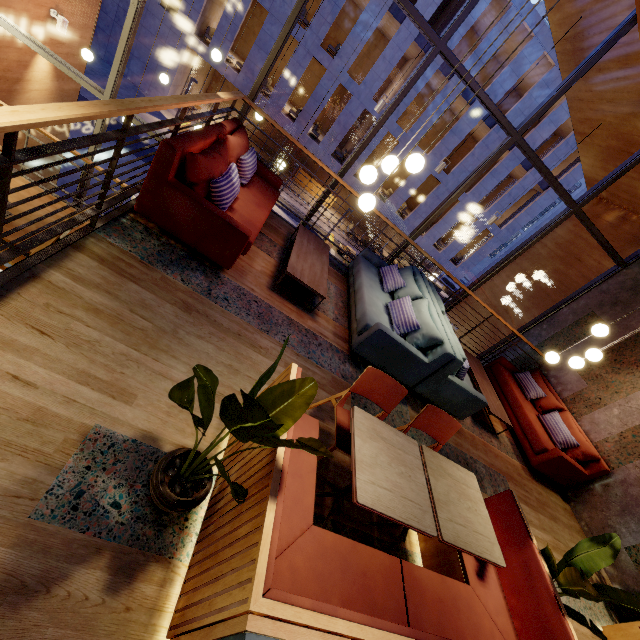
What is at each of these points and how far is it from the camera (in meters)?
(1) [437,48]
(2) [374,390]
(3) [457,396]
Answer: (1) window frame, 4.96
(2) chair, 2.64
(3) couch, 4.39

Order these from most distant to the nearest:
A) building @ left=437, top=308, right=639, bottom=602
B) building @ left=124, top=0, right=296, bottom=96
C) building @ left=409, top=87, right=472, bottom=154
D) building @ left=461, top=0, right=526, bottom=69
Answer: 1. building @ left=409, top=87, right=472, bottom=154
2. building @ left=124, top=0, right=296, bottom=96
3. building @ left=461, top=0, right=526, bottom=69
4. building @ left=437, top=308, right=639, bottom=602

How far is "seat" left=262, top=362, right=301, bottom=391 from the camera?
2.0m

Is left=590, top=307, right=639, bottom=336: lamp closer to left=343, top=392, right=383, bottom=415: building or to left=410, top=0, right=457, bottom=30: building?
left=343, top=392, right=383, bottom=415: building

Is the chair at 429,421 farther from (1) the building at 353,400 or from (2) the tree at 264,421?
(2) the tree at 264,421

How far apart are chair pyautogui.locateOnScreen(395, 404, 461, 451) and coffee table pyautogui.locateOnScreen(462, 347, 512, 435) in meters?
2.6

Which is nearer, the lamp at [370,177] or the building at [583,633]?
the lamp at [370,177]

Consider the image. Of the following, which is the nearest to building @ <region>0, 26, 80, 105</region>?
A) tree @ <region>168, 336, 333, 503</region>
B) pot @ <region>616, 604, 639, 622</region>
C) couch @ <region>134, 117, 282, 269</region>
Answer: couch @ <region>134, 117, 282, 269</region>
